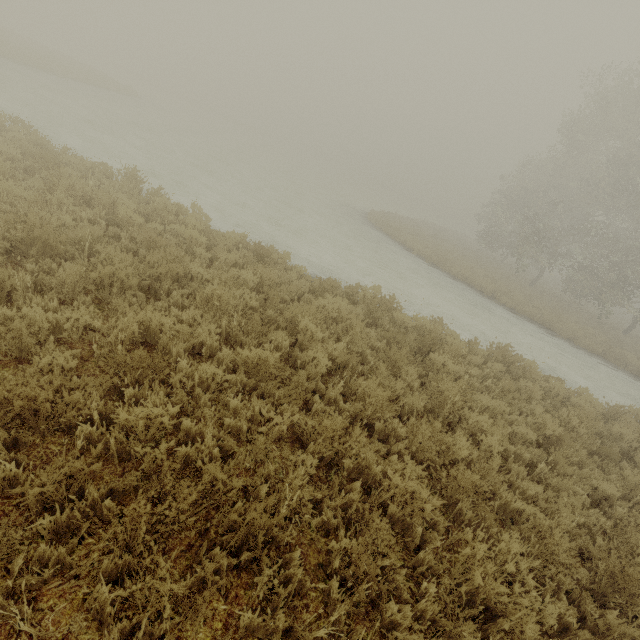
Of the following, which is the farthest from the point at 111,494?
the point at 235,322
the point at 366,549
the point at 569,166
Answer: the point at 569,166
